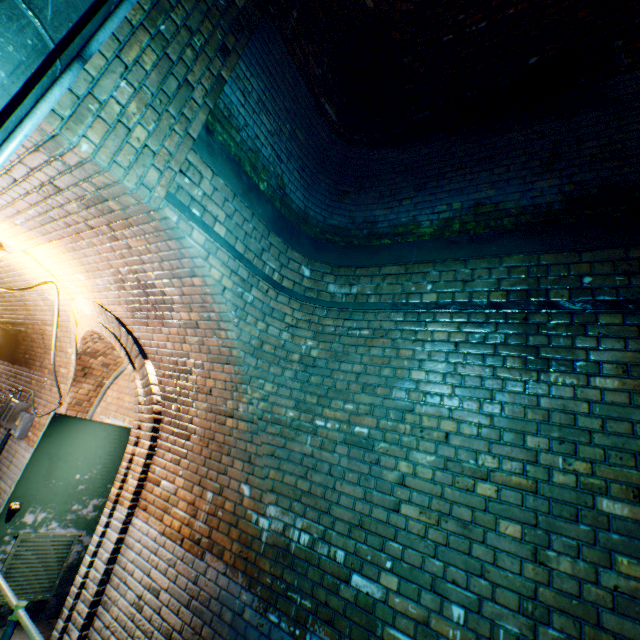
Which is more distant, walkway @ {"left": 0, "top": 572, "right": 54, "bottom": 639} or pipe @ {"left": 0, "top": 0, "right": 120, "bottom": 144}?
walkway @ {"left": 0, "top": 572, "right": 54, "bottom": 639}

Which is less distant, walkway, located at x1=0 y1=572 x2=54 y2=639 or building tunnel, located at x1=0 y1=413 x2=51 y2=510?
walkway, located at x1=0 y1=572 x2=54 y2=639

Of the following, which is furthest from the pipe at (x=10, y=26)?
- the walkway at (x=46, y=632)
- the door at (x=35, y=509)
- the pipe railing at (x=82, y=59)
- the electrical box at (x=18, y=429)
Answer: the electrical box at (x=18, y=429)

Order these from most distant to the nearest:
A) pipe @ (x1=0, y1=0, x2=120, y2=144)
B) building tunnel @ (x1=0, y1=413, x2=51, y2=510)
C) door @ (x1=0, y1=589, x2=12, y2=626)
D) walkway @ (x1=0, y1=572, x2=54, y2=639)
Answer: building tunnel @ (x1=0, y1=413, x2=51, y2=510) → door @ (x1=0, y1=589, x2=12, y2=626) → walkway @ (x1=0, y1=572, x2=54, y2=639) → pipe @ (x1=0, y1=0, x2=120, y2=144)

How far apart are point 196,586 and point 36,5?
4.0 meters

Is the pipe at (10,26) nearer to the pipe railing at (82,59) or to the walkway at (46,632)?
the pipe railing at (82,59)

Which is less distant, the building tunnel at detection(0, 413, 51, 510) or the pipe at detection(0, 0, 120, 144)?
the pipe at detection(0, 0, 120, 144)

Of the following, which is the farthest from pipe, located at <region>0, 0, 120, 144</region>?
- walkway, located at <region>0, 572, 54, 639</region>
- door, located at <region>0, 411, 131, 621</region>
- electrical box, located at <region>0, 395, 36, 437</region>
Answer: electrical box, located at <region>0, 395, 36, 437</region>
